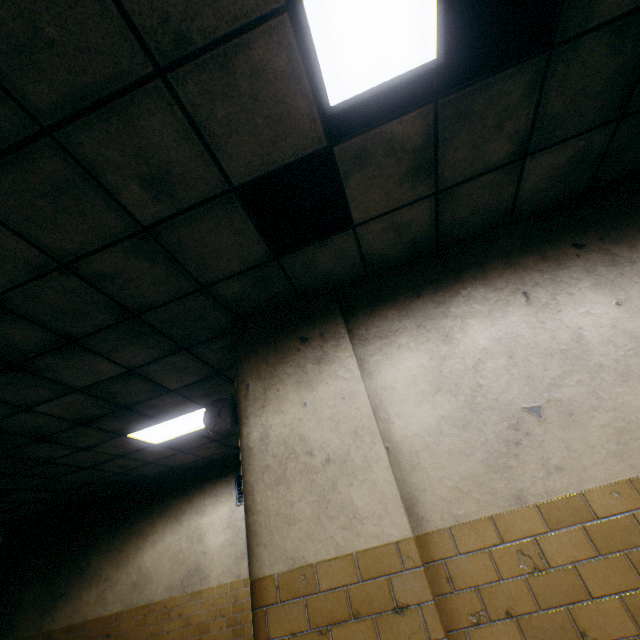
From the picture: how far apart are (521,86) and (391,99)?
0.8m

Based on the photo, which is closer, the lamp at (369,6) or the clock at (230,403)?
the lamp at (369,6)

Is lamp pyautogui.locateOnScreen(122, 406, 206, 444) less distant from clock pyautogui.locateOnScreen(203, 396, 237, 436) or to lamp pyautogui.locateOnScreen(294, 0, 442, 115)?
clock pyautogui.locateOnScreen(203, 396, 237, 436)

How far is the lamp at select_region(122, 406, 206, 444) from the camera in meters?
4.6

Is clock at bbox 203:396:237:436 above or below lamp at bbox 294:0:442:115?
below

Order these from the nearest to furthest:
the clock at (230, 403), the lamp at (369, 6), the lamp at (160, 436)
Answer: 1. the lamp at (369, 6)
2. the clock at (230, 403)
3. the lamp at (160, 436)

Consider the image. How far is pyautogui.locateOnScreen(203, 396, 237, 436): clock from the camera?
2.85m
